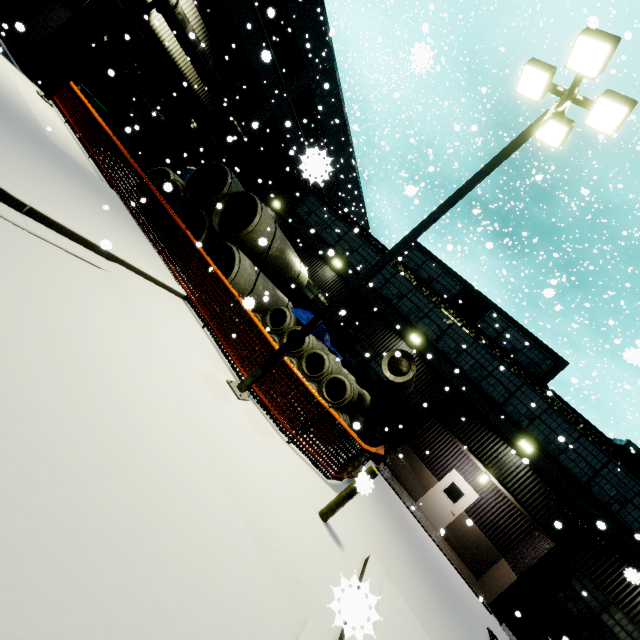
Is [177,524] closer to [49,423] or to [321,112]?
[49,423]

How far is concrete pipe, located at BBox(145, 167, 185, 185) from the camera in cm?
1439

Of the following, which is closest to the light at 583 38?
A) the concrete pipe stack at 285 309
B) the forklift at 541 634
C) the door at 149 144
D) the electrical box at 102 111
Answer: the concrete pipe stack at 285 309

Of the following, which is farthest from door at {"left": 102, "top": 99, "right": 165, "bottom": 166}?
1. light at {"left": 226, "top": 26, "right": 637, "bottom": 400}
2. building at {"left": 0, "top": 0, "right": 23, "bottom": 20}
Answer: light at {"left": 226, "top": 26, "right": 637, "bottom": 400}

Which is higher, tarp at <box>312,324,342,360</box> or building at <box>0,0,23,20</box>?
tarp at <box>312,324,342,360</box>

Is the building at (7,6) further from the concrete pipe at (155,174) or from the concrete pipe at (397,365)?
the concrete pipe at (155,174)

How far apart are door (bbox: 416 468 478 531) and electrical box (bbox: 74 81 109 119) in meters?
23.4 m

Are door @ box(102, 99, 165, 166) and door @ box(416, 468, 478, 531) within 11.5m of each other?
no
